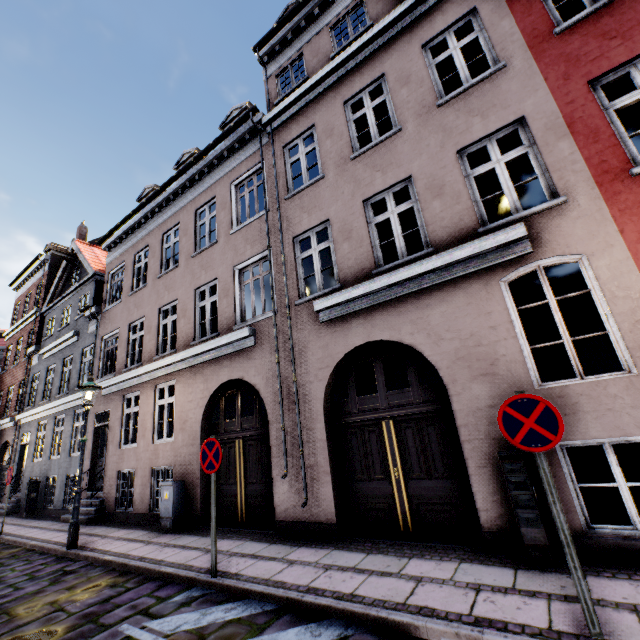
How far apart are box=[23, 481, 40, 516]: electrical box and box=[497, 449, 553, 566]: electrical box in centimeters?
1758cm

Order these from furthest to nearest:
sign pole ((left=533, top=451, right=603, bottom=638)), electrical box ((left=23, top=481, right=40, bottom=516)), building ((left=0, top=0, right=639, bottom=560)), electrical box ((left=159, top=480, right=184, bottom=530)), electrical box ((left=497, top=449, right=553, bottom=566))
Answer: electrical box ((left=23, top=481, right=40, bottom=516))
electrical box ((left=159, top=480, right=184, bottom=530))
building ((left=0, top=0, right=639, bottom=560))
electrical box ((left=497, top=449, right=553, bottom=566))
sign pole ((left=533, top=451, right=603, bottom=638))

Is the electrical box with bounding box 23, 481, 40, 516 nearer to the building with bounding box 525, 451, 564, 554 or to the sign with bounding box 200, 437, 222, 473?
the building with bounding box 525, 451, 564, 554

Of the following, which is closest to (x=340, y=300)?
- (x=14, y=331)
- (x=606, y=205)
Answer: (x=606, y=205)

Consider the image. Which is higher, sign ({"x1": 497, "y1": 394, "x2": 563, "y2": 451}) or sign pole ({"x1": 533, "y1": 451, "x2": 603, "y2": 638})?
sign ({"x1": 497, "y1": 394, "x2": 563, "y2": 451})

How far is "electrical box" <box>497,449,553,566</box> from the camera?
3.9m

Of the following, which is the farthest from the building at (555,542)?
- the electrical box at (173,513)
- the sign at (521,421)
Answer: the sign at (521,421)

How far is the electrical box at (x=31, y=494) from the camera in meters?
13.0
